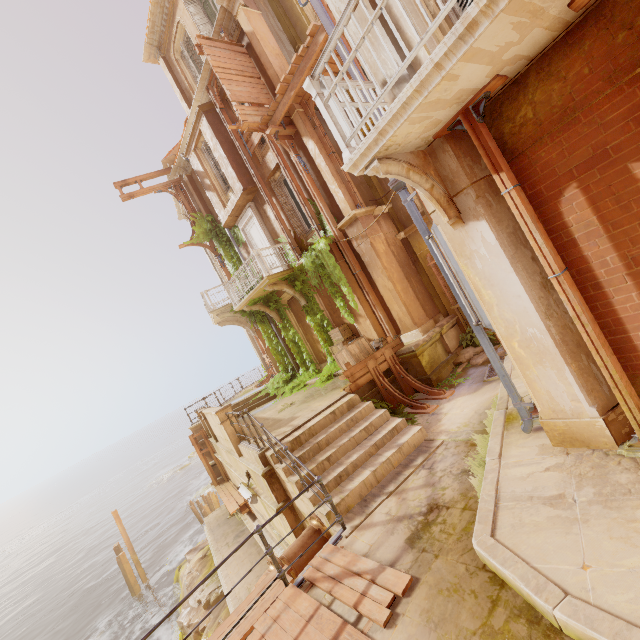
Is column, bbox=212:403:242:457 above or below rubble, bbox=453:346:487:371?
above

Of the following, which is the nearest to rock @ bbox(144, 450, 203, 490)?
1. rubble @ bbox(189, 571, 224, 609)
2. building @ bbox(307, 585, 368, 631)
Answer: rubble @ bbox(189, 571, 224, 609)

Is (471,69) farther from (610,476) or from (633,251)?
(610,476)

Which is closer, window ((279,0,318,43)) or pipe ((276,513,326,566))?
pipe ((276,513,326,566))

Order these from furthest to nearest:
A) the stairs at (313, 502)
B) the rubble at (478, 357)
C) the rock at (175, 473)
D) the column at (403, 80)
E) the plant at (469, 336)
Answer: the rock at (175, 473) < the plant at (469, 336) < the rubble at (478, 357) < the stairs at (313, 502) < the column at (403, 80)

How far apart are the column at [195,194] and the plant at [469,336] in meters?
13.5 m

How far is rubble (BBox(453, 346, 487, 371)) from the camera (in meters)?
9.44

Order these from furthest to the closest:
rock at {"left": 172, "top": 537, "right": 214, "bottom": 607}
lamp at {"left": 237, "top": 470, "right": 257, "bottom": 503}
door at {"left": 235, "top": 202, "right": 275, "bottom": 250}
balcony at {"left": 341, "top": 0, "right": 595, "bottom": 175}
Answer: rock at {"left": 172, "top": 537, "right": 214, "bottom": 607} < door at {"left": 235, "top": 202, "right": 275, "bottom": 250} < lamp at {"left": 237, "top": 470, "right": 257, "bottom": 503} < balcony at {"left": 341, "top": 0, "right": 595, "bottom": 175}
